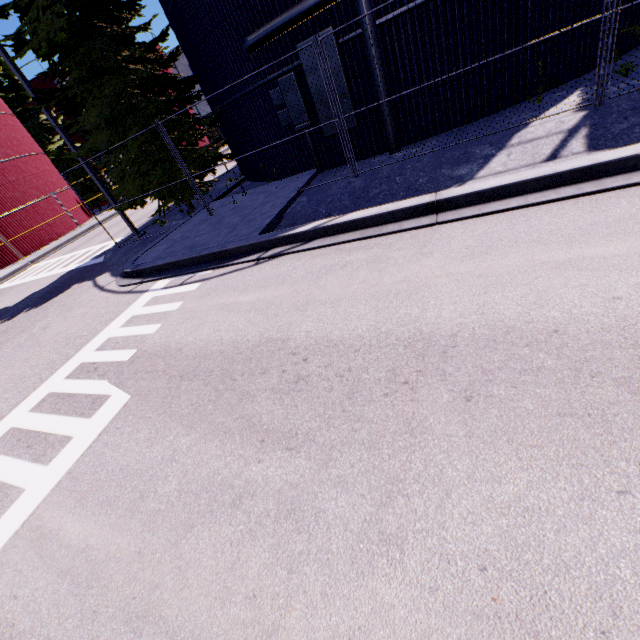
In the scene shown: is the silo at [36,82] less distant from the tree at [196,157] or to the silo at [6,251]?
the silo at [6,251]

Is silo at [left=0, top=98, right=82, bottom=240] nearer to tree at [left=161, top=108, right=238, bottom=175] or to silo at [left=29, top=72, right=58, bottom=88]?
tree at [left=161, top=108, right=238, bottom=175]

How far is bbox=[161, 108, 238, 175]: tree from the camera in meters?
11.7

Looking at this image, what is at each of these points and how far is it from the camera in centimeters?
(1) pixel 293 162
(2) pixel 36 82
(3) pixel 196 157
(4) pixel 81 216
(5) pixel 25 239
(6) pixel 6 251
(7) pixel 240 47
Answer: (1) silo, 1138cm
(2) silo, 3155cm
(3) tree, 1220cm
(4) silo, 2953cm
(5) silo, 2467cm
(6) silo, 2383cm
(7) silo, 971cm

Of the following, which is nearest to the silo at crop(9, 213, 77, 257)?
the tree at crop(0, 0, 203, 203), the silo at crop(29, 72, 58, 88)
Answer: the tree at crop(0, 0, 203, 203)

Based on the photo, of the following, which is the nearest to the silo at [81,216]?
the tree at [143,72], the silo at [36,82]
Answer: the tree at [143,72]

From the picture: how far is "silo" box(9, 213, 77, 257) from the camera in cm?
2448
